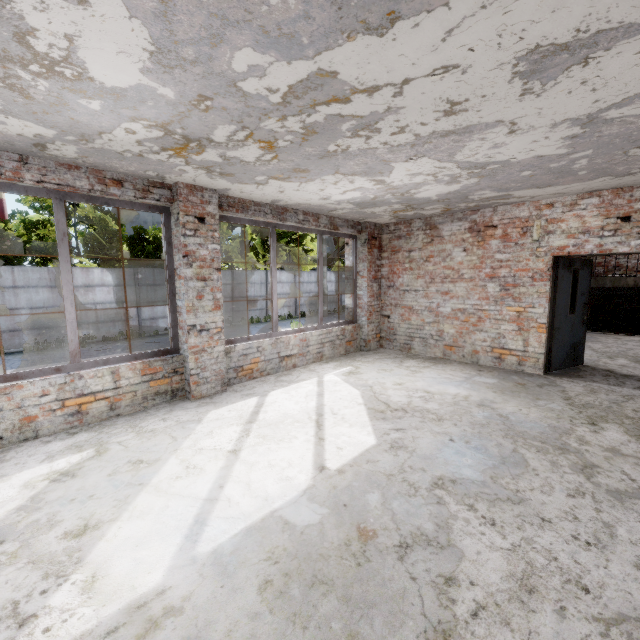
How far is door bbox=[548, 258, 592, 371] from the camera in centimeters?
604cm

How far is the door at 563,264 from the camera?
6.0m

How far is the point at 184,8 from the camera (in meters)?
1.64
